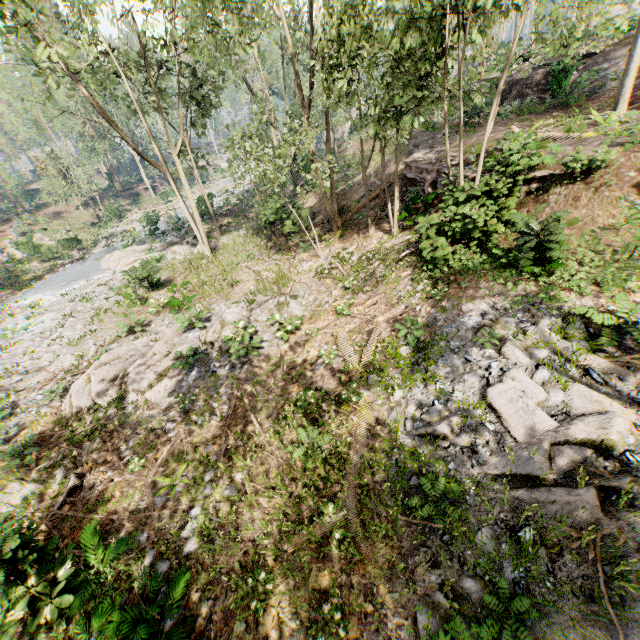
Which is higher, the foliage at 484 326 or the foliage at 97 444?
the foliage at 484 326

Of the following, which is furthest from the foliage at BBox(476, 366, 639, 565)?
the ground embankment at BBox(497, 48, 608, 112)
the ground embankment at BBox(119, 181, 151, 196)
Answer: the ground embankment at BBox(497, 48, 608, 112)

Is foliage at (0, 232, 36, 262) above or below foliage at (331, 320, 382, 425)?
above

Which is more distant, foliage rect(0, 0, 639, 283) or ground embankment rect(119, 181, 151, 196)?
ground embankment rect(119, 181, 151, 196)

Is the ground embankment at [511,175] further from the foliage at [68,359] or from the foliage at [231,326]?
the foliage at [68,359]

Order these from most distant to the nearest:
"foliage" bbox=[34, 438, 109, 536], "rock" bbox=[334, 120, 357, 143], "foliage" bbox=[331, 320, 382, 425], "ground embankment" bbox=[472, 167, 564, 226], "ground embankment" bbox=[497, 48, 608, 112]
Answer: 1. "rock" bbox=[334, 120, 357, 143]
2. "ground embankment" bbox=[497, 48, 608, 112]
3. "ground embankment" bbox=[472, 167, 564, 226]
4. "foliage" bbox=[331, 320, 382, 425]
5. "foliage" bbox=[34, 438, 109, 536]

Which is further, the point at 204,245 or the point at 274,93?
the point at 274,93
